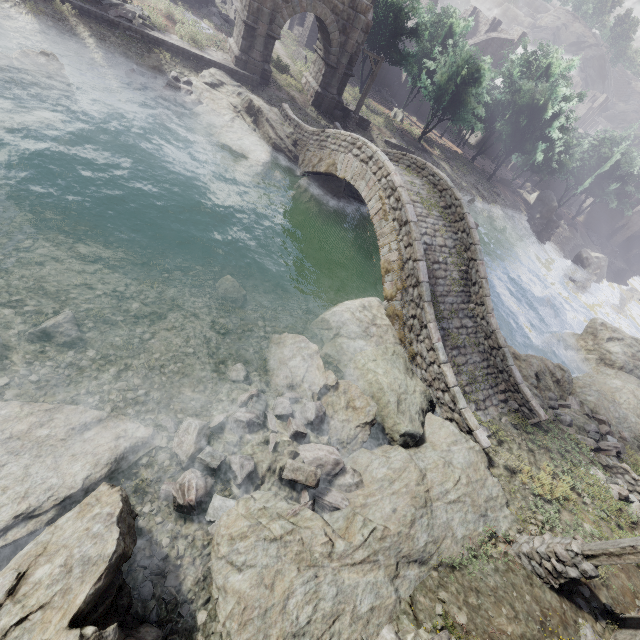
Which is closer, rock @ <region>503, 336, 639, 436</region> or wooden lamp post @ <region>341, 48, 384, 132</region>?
rock @ <region>503, 336, 639, 436</region>

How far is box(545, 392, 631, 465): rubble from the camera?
11.9m

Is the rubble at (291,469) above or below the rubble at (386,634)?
below

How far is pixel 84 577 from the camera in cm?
363

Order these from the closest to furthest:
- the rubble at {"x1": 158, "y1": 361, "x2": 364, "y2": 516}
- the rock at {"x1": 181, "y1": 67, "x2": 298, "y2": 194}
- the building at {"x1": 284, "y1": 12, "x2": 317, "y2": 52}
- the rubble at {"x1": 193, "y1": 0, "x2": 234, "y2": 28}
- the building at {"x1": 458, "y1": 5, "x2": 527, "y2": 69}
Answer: the rubble at {"x1": 158, "y1": 361, "x2": 364, "y2": 516} → the rock at {"x1": 181, "y1": 67, "x2": 298, "y2": 194} → the rubble at {"x1": 193, "y1": 0, "x2": 234, "y2": 28} → the building at {"x1": 284, "y1": 12, "x2": 317, "y2": 52} → the building at {"x1": 458, "y1": 5, "x2": 527, "y2": 69}

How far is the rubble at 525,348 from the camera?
20.5 meters

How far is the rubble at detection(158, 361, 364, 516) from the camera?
6.5 meters

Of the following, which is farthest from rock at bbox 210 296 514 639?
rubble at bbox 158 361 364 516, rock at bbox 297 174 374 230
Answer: rock at bbox 297 174 374 230
